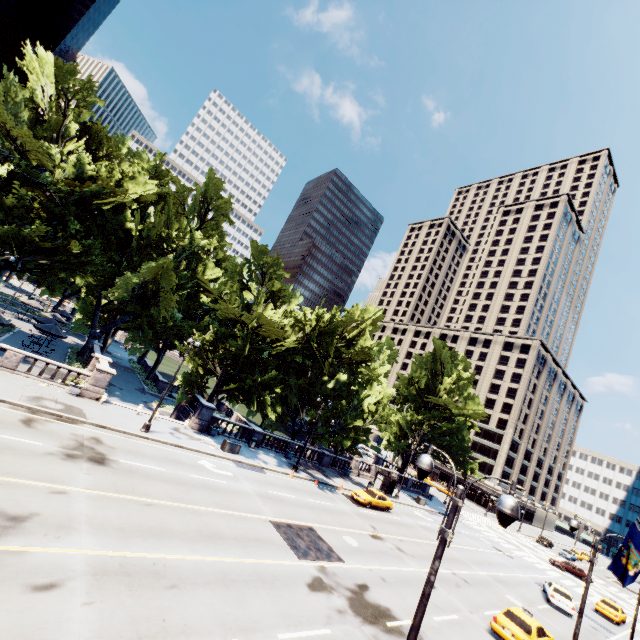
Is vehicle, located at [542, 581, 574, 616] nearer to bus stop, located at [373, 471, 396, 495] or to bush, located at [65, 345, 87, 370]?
bus stop, located at [373, 471, 396, 495]

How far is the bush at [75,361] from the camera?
31.1 meters

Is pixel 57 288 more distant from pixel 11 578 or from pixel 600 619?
pixel 600 619

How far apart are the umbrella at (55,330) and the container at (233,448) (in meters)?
23.58

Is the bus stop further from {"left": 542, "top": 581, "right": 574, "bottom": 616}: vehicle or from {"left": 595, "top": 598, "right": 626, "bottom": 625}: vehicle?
{"left": 595, "top": 598, "right": 626, "bottom": 625}: vehicle

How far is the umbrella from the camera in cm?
3033

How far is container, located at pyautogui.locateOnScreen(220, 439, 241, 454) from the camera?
26.9m

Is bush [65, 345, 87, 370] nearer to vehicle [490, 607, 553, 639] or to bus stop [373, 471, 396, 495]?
bus stop [373, 471, 396, 495]
